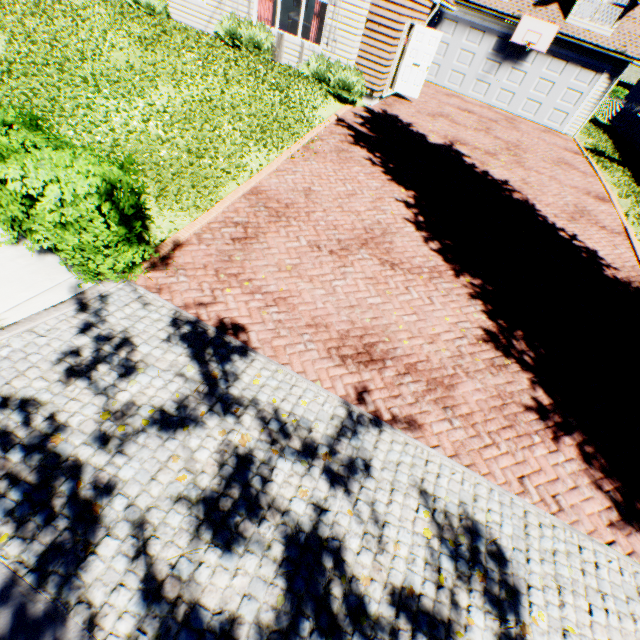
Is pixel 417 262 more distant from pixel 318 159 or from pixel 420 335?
pixel 318 159

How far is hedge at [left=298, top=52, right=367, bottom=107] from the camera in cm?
1105

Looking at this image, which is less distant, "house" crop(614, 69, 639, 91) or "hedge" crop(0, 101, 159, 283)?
"hedge" crop(0, 101, 159, 283)

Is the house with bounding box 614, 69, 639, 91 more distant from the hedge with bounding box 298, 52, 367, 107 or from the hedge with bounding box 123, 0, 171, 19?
the hedge with bounding box 123, 0, 171, 19

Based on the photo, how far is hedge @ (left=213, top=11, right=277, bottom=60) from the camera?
11.4m

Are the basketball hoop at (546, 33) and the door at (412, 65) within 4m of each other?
no

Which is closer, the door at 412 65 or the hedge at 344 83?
the hedge at 344 83

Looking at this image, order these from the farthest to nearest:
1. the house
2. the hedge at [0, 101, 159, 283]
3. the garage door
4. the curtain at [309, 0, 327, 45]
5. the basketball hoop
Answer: the house < the garage door < the basketball hoop < the curtain at [309, 0, 327, 45] < the hedge at [0, 101, 159, 283]
